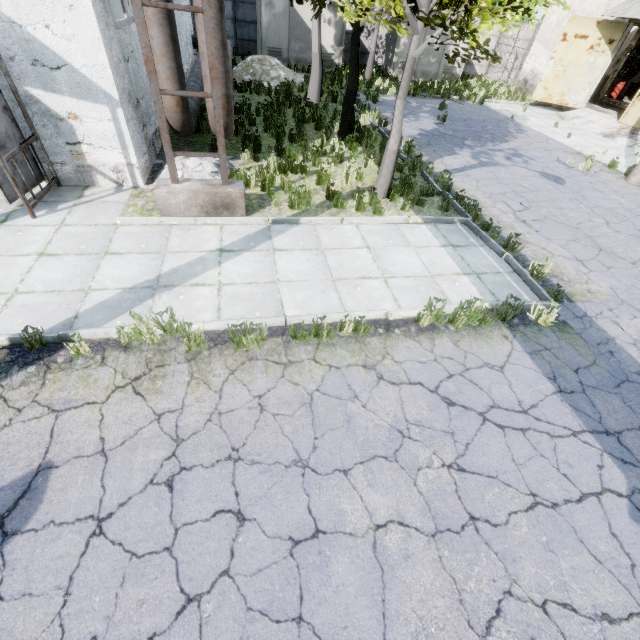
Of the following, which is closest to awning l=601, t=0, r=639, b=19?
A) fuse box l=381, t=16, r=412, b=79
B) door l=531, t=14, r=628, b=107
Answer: door l=531, t=14, r=628, b=107

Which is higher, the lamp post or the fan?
the fan

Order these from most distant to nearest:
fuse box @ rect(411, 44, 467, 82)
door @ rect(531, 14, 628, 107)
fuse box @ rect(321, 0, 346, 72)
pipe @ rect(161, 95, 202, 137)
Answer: fuse box @ rect(411, 44, 467, 82) → fuse box @ rect(321, 0, 346, 72) → door @ rect(531, 14, 628, 107) → pipe @ rect(161, 95, 202, 137)

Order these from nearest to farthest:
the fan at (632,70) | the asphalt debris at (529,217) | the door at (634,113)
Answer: the asphalt debris at (529,217) < the door at (634,113) < the fan at (632,70)

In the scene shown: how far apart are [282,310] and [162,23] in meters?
6.1

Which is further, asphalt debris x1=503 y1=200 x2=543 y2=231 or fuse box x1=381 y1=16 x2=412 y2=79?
fuse box x1=381 y1=16 x2=412 y2=79

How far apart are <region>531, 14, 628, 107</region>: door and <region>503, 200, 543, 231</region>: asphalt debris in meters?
16.4 m

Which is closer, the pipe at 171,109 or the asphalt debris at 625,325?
the asphalt debris at 625,325
